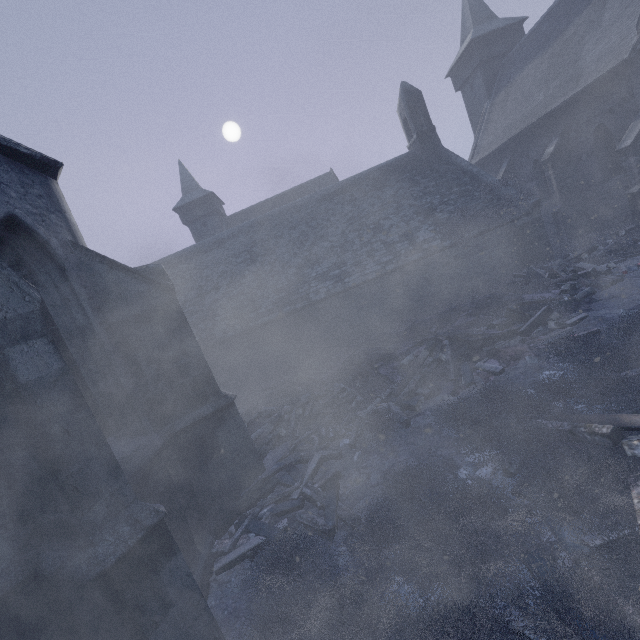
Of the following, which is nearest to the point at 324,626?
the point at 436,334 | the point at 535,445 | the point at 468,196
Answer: the point at 535,445

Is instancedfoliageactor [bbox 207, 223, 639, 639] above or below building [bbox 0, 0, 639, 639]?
below

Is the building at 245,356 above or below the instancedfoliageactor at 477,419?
above
